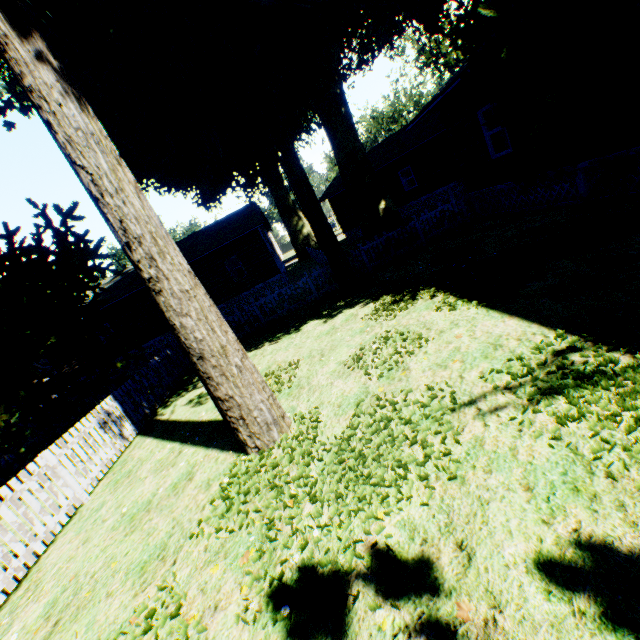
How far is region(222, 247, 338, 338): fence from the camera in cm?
1329

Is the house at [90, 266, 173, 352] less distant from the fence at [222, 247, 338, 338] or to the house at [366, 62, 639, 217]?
the fence at [222, 247, 338, 338]

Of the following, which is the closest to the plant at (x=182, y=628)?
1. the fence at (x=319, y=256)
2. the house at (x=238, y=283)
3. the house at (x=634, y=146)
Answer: the fence at (x=319, y=256)

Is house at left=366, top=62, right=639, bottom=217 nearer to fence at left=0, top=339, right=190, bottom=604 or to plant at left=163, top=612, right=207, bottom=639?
plant at left=163, top=612, right=207, bottom=639

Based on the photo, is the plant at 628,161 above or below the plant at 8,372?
below

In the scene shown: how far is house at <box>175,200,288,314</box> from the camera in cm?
2130

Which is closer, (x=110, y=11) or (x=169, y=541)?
(x=169, y=541)
